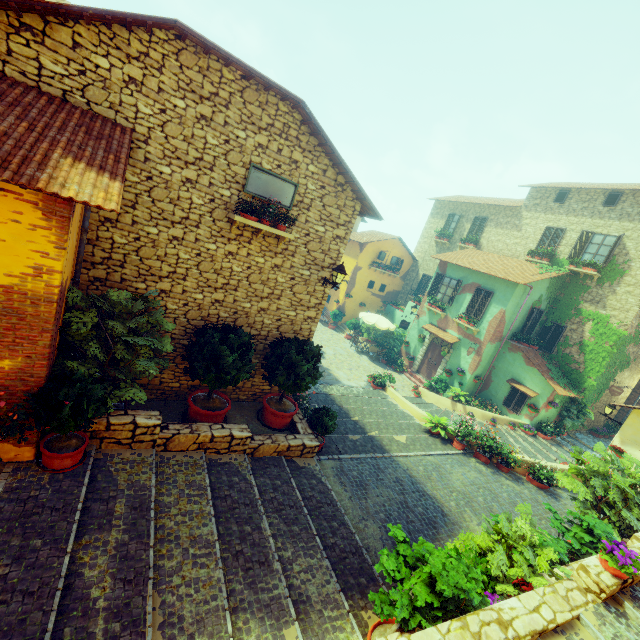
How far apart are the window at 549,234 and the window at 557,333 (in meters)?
4.10

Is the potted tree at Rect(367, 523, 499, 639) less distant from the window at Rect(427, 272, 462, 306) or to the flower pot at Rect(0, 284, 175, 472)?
the flower pot at Rect(0, 284, 175, 472)

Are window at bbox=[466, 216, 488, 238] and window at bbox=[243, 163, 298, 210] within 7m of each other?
no

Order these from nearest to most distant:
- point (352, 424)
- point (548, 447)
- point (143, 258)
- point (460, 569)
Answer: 1. point (460, 569)
2. point (143, 258)
3. point (352, 424)
4. point (548, 447)

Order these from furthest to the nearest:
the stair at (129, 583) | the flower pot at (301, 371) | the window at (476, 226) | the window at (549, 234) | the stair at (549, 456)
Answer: the window at (476, 226) < the window at (549, 234) < the stair at (549, 456) < the flower pot at (301, 371) < the stair at (129, 583)

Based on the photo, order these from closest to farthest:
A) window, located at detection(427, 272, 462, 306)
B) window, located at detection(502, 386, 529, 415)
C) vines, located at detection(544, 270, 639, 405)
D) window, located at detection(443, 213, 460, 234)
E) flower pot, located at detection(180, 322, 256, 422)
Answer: flower pot, located at detection(180, 322, 256, 422) < vines, located at detection(544, 270, 639, 405) < window, located at detection(502, 386, 529, 415) < window, located at detection(427, 272, 462, 306) < window, located at detection(443, 213, 460, 234)

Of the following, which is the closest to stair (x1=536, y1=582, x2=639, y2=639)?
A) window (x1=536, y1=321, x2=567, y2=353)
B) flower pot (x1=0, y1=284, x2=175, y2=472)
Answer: flower pot (x1=0, y1=284, x2=175, y2=472)

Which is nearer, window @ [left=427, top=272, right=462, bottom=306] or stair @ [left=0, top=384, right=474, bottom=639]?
stair @ [left=0, top=384, right=474, bottom=639]
